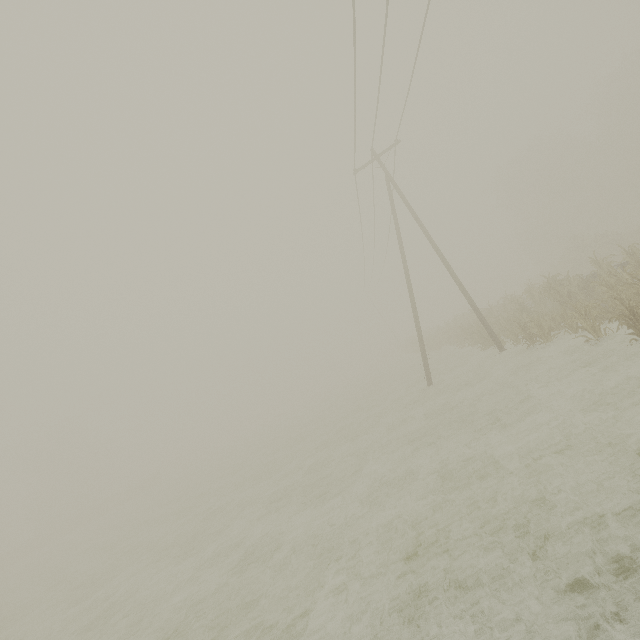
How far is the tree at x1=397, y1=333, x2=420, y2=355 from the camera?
38.7 meters

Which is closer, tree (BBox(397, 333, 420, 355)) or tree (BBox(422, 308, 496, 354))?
tree (BBox(422, 308, 496, 354))

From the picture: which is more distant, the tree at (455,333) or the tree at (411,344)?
the tree at (411,344)

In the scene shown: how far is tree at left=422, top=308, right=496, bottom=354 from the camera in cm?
1828

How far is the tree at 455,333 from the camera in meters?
18.3

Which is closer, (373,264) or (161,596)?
(161,596)
